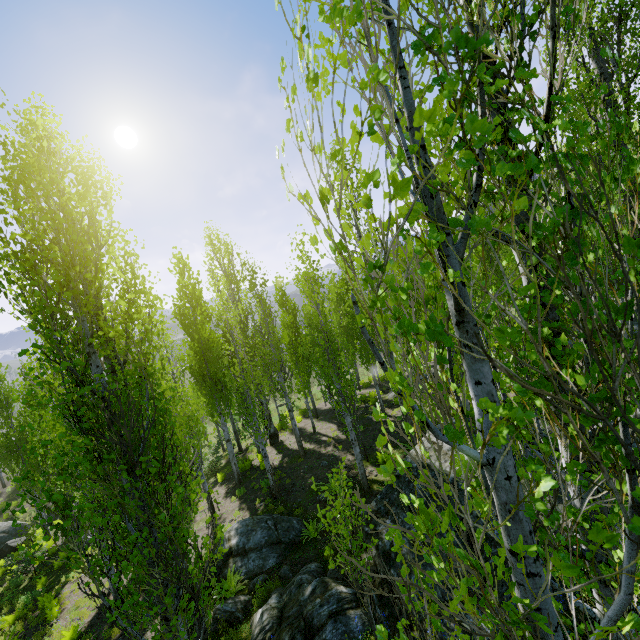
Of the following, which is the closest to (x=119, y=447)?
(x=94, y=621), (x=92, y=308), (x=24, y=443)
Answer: (x=92, y=308)

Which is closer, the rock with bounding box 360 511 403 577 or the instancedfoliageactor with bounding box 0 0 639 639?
the instancedfoliageactor with bounding box 0 0 639 639

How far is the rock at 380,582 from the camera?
6.4m

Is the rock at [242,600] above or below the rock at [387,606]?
below

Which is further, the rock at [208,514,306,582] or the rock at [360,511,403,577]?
the rock at [208,514,306,582]

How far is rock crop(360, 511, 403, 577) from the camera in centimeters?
661cm

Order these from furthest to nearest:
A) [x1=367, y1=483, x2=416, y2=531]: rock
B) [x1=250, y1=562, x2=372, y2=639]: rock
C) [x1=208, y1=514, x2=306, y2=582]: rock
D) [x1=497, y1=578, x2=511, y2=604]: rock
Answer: [x1=208, y1=514, x2=306, y2=582]: rock < [x1=367, y1=483, x2=416, y2=531]: rock < [x1=250, y1=562, x2=372, y2=639]: rock < [x1=497, y1=578, x2=511, y2=604]: rock
